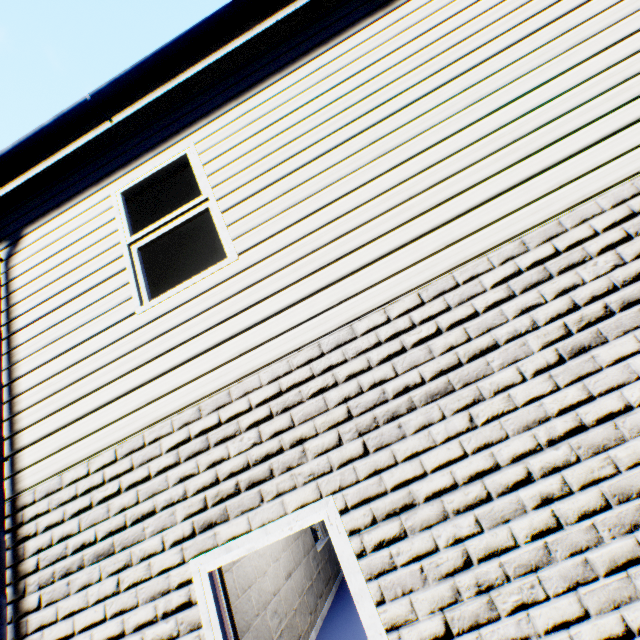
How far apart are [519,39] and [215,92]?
2.91m
